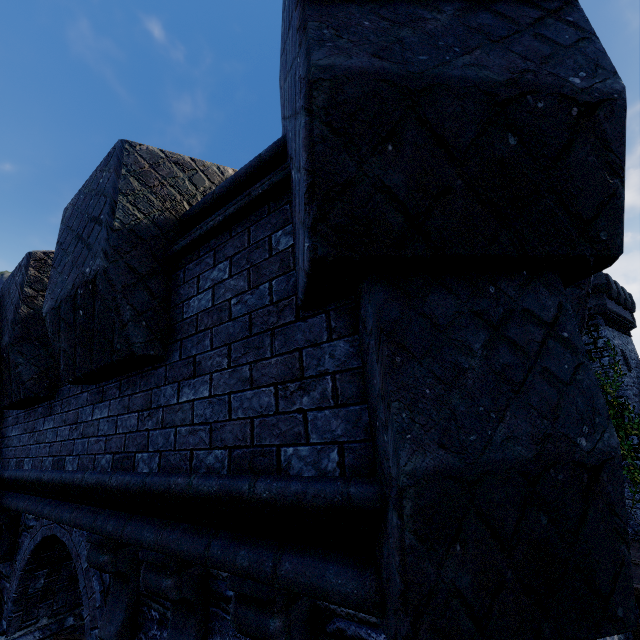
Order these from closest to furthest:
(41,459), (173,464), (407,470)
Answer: (407,470), (173,464), (41,459)
